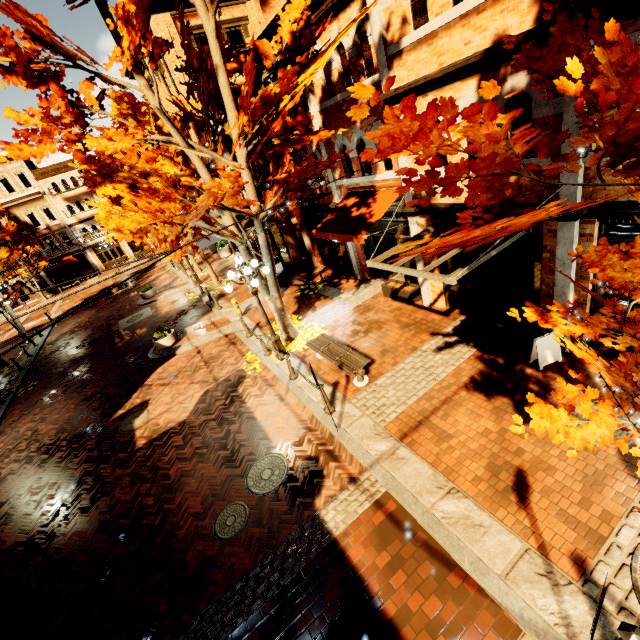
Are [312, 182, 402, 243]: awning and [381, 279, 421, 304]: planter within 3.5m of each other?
yes

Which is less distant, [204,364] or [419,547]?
[419,547]

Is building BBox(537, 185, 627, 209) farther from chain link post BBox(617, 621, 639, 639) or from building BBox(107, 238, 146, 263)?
building BBox(107, 238, 146, 263)

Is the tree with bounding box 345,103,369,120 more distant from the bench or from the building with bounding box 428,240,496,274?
the bench

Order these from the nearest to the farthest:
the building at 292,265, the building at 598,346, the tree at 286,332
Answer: the building at 598,346 → the tree at 286,332 → the building at 292,265

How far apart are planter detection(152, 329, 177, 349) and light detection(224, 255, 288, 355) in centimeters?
616cm

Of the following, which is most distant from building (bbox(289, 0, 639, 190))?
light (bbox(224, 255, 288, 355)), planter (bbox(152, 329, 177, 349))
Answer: planter (bbox(152, 329, 177, 349))

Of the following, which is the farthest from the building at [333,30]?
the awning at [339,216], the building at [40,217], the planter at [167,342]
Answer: the building at [40,217]
